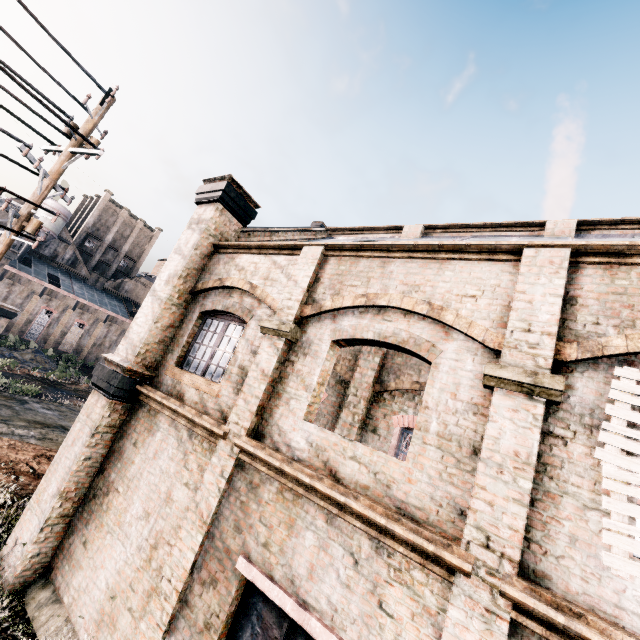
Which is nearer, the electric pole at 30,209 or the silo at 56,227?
the electric pole at 30,209

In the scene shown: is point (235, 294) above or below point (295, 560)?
above

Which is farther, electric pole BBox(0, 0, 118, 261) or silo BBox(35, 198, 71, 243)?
silo BBox(35, 198, 71, 243)

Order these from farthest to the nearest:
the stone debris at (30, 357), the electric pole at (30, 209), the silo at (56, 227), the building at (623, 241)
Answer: the silo at (56, 227) → the stone debris at (30, 357) → the electric pole at (30, 209) → the building at (623, 241)

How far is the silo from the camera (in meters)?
52.72

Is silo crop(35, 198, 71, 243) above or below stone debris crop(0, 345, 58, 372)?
above

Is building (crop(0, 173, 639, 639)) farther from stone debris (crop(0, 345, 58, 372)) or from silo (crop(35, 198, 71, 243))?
silo (crop(35, 198, 71, 243))

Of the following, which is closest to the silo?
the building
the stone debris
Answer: the stone debris
